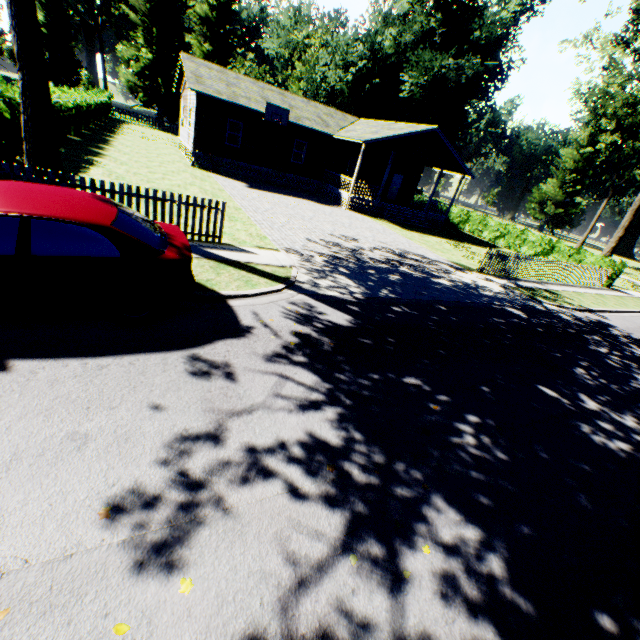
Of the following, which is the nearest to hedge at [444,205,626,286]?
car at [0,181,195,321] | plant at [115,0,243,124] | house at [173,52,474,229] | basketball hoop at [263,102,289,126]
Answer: house at [173,52,474,229]

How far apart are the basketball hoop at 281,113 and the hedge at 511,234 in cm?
1896

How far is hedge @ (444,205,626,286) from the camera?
22.1m

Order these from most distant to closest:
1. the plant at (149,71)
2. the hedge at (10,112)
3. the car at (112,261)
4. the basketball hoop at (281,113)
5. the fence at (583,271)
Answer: the plant at (149,71), the basketball hoop at (281,113), the fence at (583,271), the hedge at (10,112), the car at (112,261)

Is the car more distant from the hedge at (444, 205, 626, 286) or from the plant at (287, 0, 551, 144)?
the hedge at (444, 205, 626, 286)

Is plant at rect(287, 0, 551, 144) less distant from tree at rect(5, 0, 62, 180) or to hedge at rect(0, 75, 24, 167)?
tree at rect(5, 0, 62, 180)

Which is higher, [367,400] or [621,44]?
[621,44]

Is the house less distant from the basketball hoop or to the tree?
the basketball hoop
